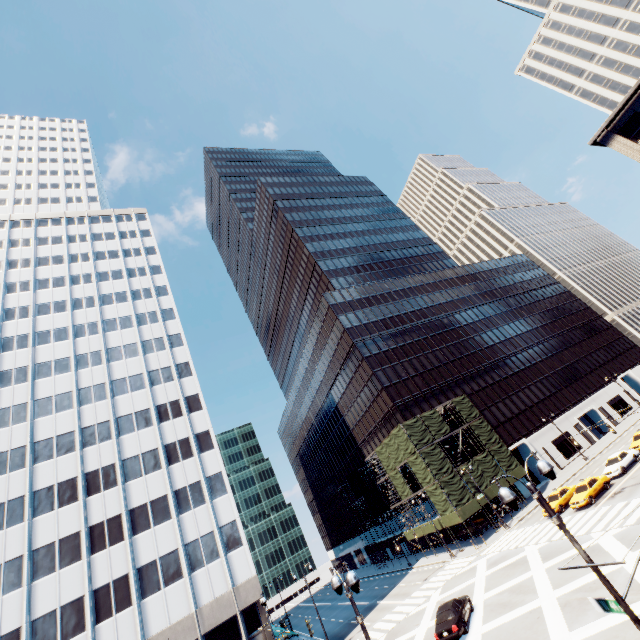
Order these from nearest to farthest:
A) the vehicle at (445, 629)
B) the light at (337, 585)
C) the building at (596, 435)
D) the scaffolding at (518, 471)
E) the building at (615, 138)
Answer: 1. the light at (337, 585)
2. the vehicle at (445, 629)
3. the building at (615, 138)
4. the scaffolding at (518, 471)
5. the building at (596, 435)

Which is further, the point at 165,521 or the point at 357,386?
the point at 357,386

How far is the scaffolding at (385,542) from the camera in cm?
5299

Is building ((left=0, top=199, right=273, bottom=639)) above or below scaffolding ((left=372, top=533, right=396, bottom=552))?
above

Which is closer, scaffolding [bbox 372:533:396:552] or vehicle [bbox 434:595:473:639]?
vehicle [bbox 434:595:473:639]

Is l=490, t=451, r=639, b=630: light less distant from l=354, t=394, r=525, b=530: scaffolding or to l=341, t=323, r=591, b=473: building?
l=354, t=394, r=525, b=530: scaffolding

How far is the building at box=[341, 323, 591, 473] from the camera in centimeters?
5203cm

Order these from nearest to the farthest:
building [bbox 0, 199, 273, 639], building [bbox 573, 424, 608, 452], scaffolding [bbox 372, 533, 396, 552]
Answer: building [bbox 0, 199, 273, 639], scaffolding [bbox 372, 533, 396, 552], building [bbox 573, 424, 608, 452]
